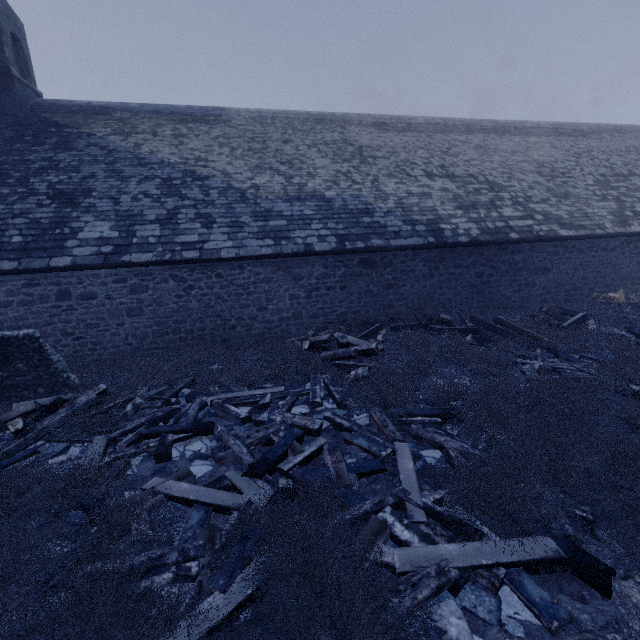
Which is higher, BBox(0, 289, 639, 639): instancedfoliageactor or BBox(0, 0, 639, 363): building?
BBox(0, 0, 639, 363): building

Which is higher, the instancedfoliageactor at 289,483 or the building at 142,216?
the building at 142,216

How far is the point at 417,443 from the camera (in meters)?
4.66

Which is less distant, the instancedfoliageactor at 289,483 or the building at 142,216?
the instancedfoliageactor at 289,483

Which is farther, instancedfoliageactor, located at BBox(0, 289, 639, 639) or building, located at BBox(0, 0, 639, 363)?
building, located at BBox(0, 0, 639, 363)
